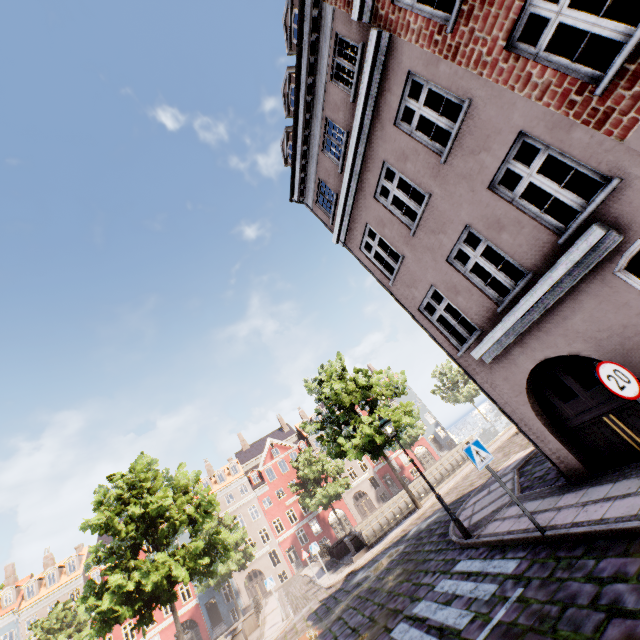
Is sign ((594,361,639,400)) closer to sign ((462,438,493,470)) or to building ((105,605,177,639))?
building ((105,605,177,639))

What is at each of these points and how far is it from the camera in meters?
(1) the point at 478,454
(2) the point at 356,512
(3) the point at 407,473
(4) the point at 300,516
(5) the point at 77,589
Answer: (1) sign, 6.8
(2) building, 43.4
(3) building, 47.1
(4) building, 42.3
(5) building, 40.0

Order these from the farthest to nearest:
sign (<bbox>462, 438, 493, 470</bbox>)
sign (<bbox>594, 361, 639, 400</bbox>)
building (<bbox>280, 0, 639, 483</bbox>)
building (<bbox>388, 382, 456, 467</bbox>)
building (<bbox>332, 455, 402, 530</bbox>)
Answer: building (<bbox>388, 382, 456, 467</bbox>)
building (<bbox>332, 455, 402, 530</bbox>)
sign (<bbox>462, 438, 493, 470</bbox>)
building (<bbox>280, 0, 639, 483</bbox>)
sign (<bbox>594, 361, 639, 400</bbox>)

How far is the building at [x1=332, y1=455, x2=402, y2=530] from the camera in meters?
43.3

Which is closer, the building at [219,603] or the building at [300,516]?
the building at [219,603]

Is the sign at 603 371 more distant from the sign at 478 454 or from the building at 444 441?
the sign at 478 454

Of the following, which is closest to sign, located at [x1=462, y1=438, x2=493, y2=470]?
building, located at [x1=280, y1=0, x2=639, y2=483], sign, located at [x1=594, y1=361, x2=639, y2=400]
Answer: building, located at [x1=280, y1=0, x2=639, y2=483]

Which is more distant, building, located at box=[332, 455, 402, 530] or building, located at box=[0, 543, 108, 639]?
building, located at box=[332, 455, 402, 530]
